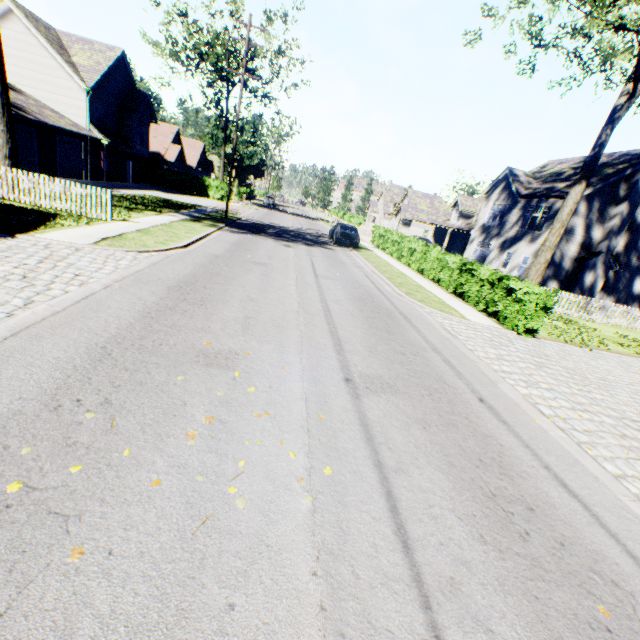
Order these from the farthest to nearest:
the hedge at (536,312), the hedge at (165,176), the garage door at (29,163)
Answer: the hedge at (165,176)
the garage door at (29,163)
the hedge at (536,312)

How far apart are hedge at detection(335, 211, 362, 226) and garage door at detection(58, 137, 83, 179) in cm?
2927

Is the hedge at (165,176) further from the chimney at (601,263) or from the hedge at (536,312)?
the chimney at (601,263)

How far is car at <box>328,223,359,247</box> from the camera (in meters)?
23.83

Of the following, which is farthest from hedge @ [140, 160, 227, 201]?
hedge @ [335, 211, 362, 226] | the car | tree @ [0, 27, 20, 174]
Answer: tree @ [0, 27, 20, 174]

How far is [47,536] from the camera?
2.4m

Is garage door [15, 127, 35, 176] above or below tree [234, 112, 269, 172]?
below

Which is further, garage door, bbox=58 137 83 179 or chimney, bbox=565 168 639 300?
garage door, bbox=58 137 83 179
